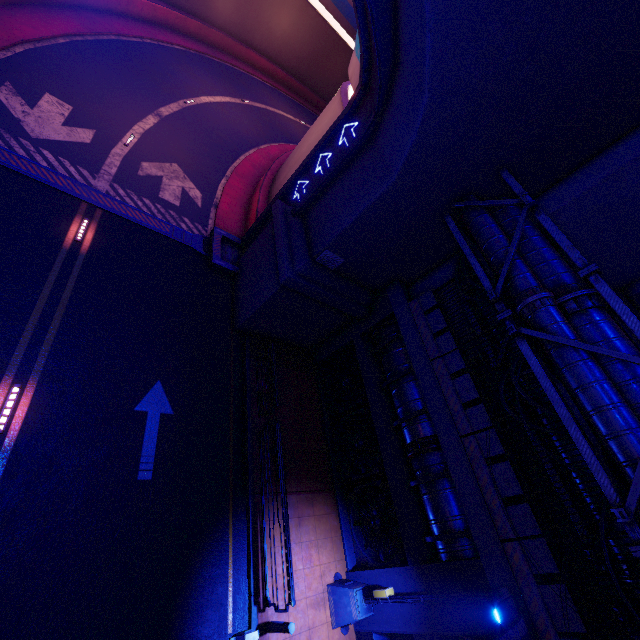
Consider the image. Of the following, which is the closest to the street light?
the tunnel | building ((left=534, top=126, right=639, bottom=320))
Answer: building ((left=534, top=126, right=639, bottom=320))

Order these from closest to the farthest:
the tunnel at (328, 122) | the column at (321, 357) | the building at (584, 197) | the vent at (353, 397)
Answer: the building at (584, 197), the vent at (353, 397), the tunnel at (328, 122), the column at (321, 357)

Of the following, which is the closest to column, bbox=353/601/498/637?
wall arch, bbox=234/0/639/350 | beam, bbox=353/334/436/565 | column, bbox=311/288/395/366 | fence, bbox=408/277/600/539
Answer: beam, bbox=353/334/436/565

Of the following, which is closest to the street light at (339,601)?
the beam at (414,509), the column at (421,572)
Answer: the column at (421,572)

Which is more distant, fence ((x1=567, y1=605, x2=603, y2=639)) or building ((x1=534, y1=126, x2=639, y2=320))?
building ((x1=534, y1=126, x2=639, y2=320))

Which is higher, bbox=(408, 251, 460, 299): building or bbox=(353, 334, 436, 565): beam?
bbox=(408, 251, 460, 299): building

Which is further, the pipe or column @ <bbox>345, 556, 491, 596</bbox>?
column @ <bbox>345, 556, 491, 596</bbox>

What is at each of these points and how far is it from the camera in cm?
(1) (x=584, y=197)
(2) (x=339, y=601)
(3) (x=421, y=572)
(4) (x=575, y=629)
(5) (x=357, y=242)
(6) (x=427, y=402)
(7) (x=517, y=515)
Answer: (1) building, 975
(2) street light, 993
(3) column, 920
(4) fence, 675
(5) wall arch, 1115
(6) walkway, 1056
(7) fence, 803
